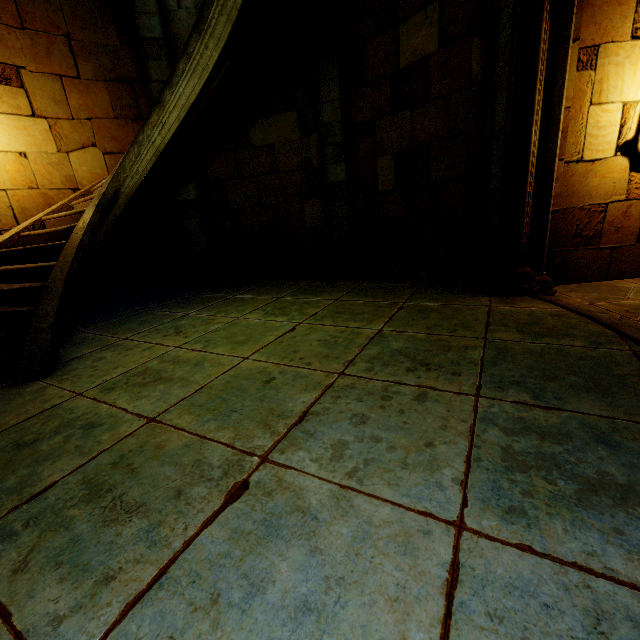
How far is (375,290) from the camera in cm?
557
